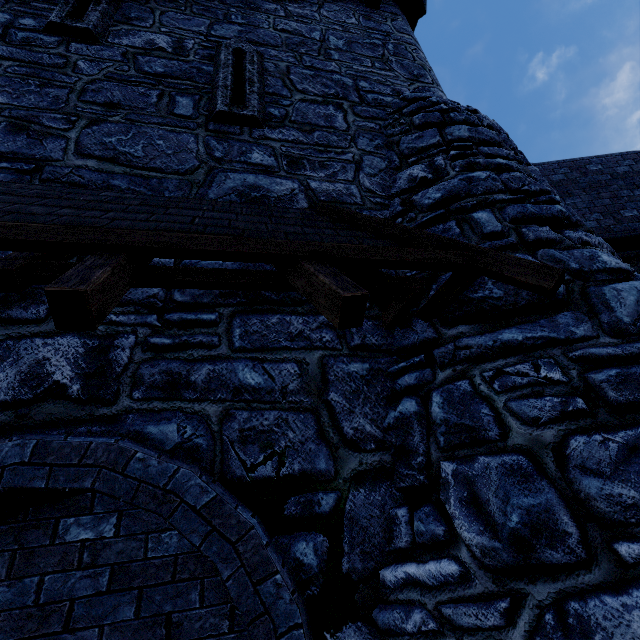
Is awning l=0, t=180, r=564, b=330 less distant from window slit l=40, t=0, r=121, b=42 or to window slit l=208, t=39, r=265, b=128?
window slit l=208, t=39, r=265, b=128

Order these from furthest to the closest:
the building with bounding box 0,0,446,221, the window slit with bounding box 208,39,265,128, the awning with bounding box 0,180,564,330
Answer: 1. the window slit with bounding box 208,39,265,128
2. the building with bounding box 0,0,446,221
3. the awning with bounding box 0,180,564,330

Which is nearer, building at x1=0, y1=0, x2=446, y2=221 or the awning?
the awning

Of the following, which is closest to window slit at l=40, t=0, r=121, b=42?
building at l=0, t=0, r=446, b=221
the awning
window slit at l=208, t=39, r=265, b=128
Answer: building at l=0, t=0, r=446, b=221

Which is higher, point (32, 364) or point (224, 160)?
point (224, 160)

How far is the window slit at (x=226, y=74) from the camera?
4.0 meters

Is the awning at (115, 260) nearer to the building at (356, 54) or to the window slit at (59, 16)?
the building at (356, 54)

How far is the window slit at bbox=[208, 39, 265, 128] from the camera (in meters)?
4.02
